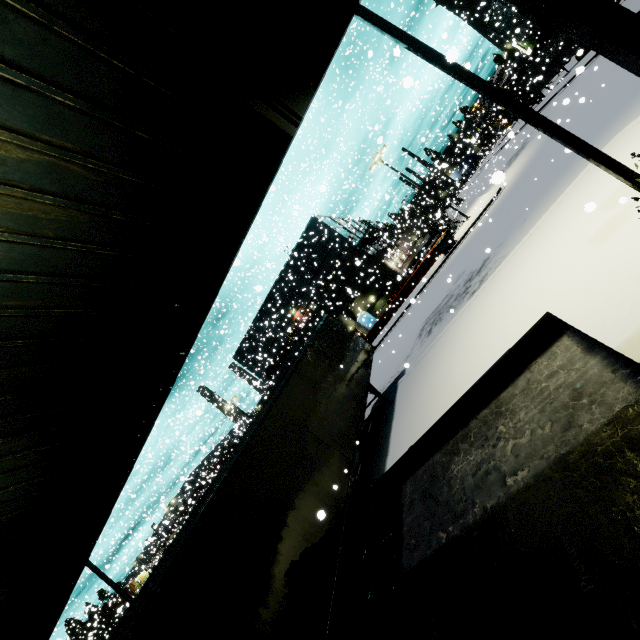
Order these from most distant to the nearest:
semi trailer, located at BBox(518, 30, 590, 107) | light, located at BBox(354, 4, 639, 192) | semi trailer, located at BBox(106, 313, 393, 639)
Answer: semi trailer, located at BBox(518, 30, 590, 107) → light, located at BBox(354, 4, 639, 192) → semi trailer, located at BBox(106, 313, 393, 639)

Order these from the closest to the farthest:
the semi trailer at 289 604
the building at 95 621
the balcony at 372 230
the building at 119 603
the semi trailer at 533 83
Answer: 1. the semi trailer at 289 604
2. the building at 119 603
3. the semi trailer at 533 83
4. the building at 95 621
5. the balcony at 372 230

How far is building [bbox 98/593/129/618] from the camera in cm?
2805

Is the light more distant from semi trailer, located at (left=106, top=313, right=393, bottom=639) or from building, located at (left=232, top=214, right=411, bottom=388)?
semi trailer, located at (left=106, top=313, right=393, bottom=639)

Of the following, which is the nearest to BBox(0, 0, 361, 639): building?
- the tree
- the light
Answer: the tree

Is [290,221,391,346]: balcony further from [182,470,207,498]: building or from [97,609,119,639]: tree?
[97,609,119,639]: tree

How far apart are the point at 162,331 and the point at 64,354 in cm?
131

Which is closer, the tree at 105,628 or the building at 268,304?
the building at 268,304
